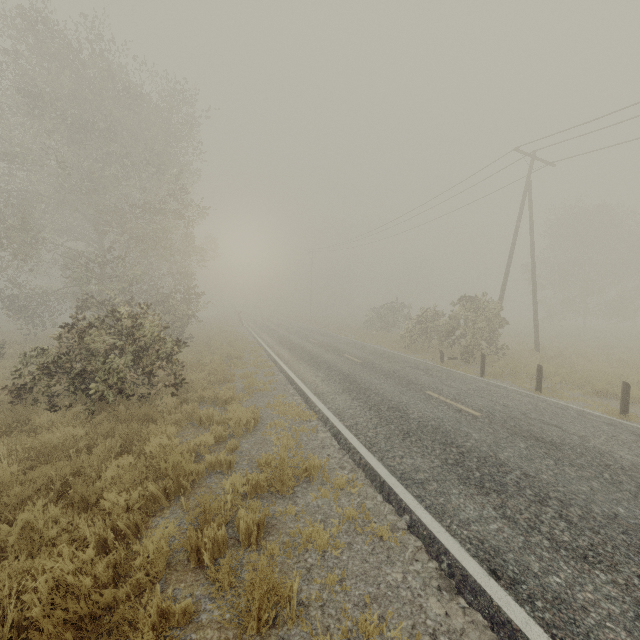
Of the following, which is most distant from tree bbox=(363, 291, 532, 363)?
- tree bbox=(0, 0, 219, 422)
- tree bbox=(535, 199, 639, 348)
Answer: tree bbox=(535, 199, 639, 348)

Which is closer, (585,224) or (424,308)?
(424,308)

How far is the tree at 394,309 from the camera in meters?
16.4 m

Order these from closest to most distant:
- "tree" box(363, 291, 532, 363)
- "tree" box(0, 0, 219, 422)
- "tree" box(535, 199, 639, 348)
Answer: "tree" box(0, 0, 219, 422) → "tree" box(363, 291, 532, 363) → "tree" box(535, 199, 639, 348)

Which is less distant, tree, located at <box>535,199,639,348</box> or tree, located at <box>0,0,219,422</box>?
tree, located at <box>0,0,219,422</box>

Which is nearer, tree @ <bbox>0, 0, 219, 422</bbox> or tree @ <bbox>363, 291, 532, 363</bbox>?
tree @ <bbox>0, 0, 219, 422</bbox>

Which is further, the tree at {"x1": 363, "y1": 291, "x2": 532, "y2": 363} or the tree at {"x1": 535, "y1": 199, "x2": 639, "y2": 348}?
the tree at {"x1": 535, "y1": 199, "x2": 639, "y2": 348}

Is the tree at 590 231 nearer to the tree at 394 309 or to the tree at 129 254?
the tree at 394 309
